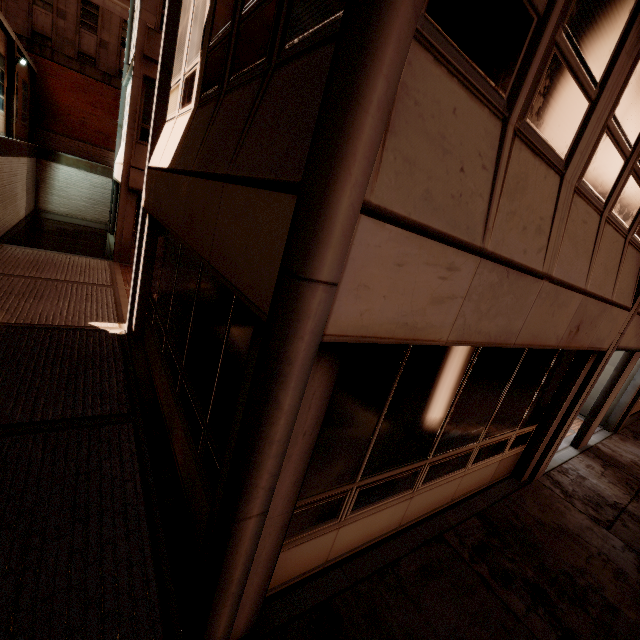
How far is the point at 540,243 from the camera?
3.04m
